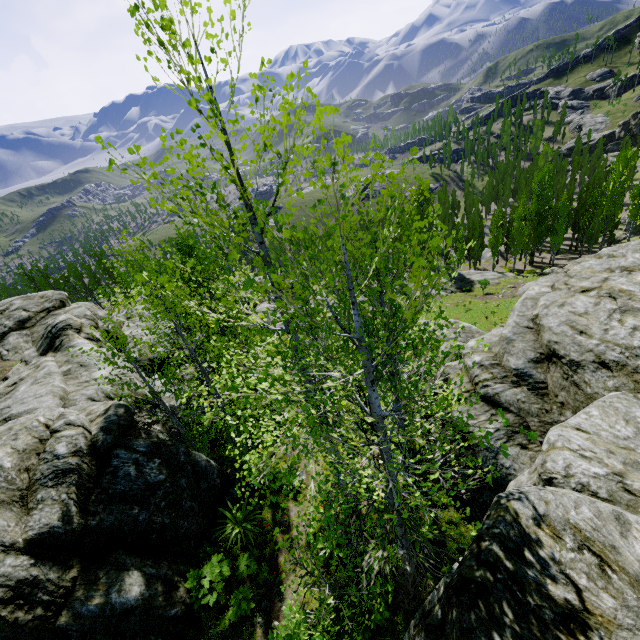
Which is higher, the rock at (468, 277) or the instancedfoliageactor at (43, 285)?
the instancedfoliageactor at (43, 285)

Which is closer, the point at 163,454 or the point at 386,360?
the point at 386,360

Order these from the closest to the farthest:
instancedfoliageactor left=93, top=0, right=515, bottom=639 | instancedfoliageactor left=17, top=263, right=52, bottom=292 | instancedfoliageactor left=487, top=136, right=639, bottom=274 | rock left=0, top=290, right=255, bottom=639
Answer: instancedfoliageactor left=93, top=0, right=515, bottom=639 < rock left=0, top=290, right=255, bottom=639 < instancedfoliageactor left=487, top=136, right=639, bottom=274 < instancedfoliageactor left=17, top=263, right=52, bottom=292

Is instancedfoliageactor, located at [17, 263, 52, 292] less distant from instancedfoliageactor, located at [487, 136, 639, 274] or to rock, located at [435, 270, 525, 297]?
rock, located at [435, 270, 525, 297]

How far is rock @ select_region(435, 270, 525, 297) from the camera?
39.1m

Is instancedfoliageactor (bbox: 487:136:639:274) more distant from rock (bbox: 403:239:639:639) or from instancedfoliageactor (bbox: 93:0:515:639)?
instancedfoliageactor (bbox: 93:0:515:639)

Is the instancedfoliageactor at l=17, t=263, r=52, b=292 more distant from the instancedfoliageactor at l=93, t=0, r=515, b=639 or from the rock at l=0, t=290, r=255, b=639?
the instancedfoliageactor at l=93, t=0, r=515, b=639

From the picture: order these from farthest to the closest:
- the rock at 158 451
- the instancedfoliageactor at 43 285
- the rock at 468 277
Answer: the instancedfoliageactor at 43 285, the rock at 468 277, the rock at 158 451
